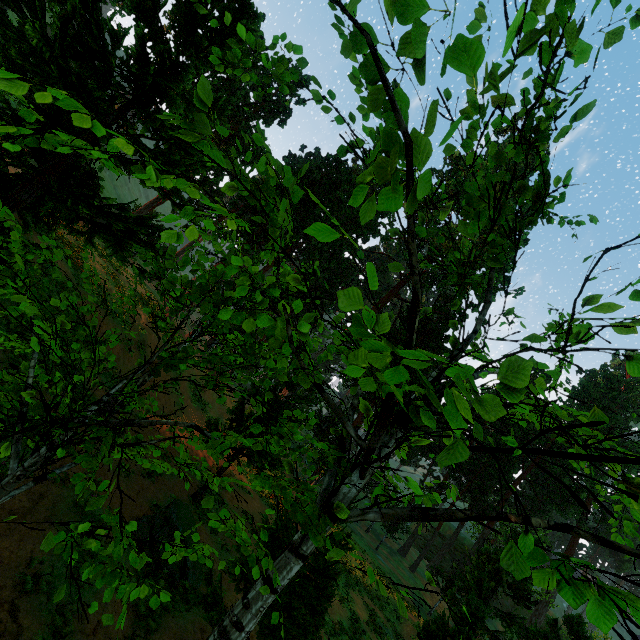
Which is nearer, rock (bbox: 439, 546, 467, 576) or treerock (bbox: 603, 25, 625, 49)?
treerock (bbox: 603, 25, 625, 49)

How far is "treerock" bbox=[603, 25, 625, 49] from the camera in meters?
2.4 m

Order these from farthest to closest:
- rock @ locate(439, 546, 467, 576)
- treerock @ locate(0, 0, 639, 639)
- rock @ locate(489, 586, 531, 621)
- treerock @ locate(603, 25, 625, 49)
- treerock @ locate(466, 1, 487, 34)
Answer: rock @ locate(439, 546, 467, 576)
rock @ locate(489, 586, 531, 621)
treerock @ locate(466, 1, 487, 34)
treerock @ locate(0, 0, 639, 639)
treerock @ locate(603, 25, 625, 49)

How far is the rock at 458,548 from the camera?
57.8 meters

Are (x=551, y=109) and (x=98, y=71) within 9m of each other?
no

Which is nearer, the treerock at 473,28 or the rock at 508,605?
the treerock at 473,28

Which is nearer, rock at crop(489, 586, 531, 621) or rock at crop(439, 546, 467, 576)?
rock at crop(489, 586, 531, 621)
